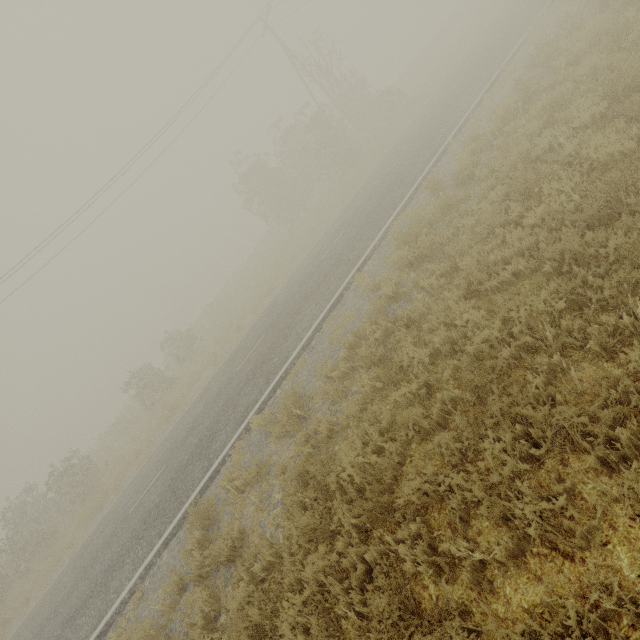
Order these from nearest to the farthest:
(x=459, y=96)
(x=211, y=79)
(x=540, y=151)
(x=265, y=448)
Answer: (x=540, y=151)
(x=265, y=448)
(x=459, y=96)
(x=211, y=79)
